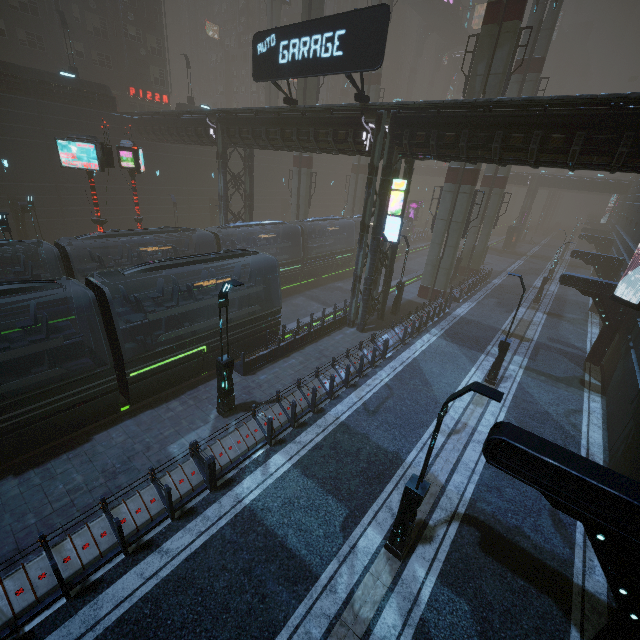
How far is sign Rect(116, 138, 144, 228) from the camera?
19.2m

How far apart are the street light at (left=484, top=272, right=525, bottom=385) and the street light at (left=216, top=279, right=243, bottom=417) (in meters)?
11.89

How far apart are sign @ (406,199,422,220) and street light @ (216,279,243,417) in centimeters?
4938cm

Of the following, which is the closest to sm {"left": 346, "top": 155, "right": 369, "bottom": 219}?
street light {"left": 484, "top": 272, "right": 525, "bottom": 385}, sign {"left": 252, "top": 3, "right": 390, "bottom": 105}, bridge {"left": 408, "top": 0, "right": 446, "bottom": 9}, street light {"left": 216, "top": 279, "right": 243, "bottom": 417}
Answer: bridge {"left": 408, "top": 0, "right": 446, "bottom": 9}

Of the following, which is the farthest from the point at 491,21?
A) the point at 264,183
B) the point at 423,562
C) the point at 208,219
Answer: the point at 208,219

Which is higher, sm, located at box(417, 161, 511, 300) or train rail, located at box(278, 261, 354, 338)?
sm, located at box(417, 161, 511, 300)

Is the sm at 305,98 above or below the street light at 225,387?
above

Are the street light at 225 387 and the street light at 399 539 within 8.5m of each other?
yes
